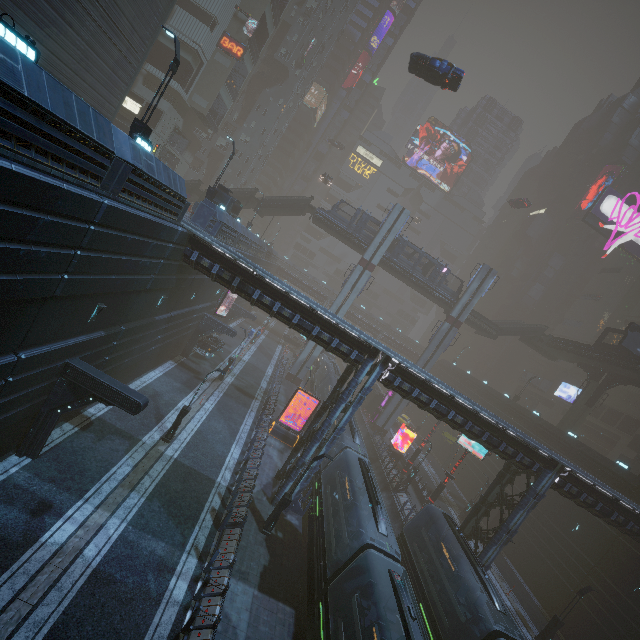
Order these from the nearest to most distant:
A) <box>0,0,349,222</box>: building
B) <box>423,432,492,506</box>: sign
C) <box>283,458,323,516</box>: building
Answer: <box>0,0,349,222</box>: building → <box>283,458,323,516</box>: building → <box>423,432,492,506</box>: sign

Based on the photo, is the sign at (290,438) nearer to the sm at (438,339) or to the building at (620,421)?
the building at (620,421)

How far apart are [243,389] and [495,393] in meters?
38.2 m

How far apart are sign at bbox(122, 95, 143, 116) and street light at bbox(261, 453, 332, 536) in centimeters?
4531cm

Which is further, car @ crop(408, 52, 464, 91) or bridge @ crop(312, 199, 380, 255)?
bridge @ crop(312, 199, 380, 255)

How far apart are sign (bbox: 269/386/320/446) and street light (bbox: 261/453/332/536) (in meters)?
9.56

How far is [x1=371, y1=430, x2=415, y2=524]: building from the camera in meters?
28.5

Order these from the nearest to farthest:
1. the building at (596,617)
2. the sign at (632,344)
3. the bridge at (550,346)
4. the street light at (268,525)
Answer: the building at (596,617), the street light at (268,525), the sign at (632,344), the bridge at (550,346)
